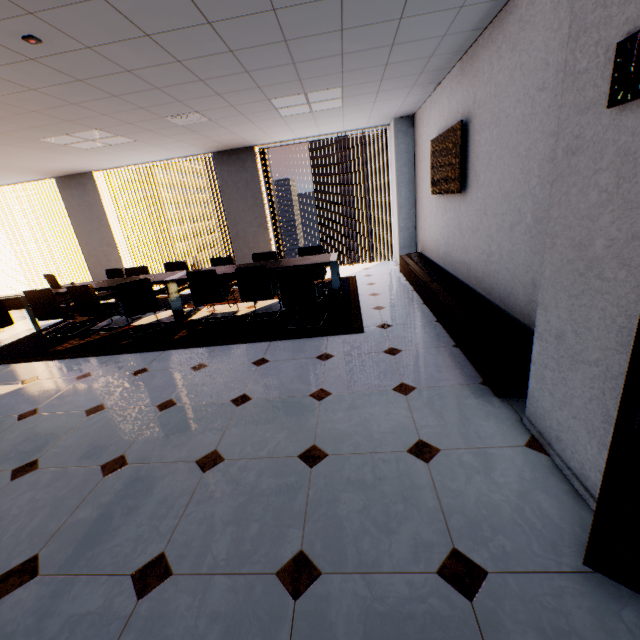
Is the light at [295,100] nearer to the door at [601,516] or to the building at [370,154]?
the door at [601,516]

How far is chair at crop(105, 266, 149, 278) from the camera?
6.52m

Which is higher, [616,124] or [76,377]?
[616,124]

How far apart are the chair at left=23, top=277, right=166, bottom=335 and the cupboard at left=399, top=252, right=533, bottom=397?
4.2m

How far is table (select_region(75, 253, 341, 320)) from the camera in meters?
5.1

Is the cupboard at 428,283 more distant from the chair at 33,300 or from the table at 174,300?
the chair at 33,300

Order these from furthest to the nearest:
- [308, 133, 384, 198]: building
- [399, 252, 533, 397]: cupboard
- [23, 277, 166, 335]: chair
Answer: [308, 133, 384, 198]: building, [23, 277, 166, 335]: chair, [399, 252, 533, 397]: cupboard

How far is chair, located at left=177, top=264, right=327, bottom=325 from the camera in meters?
4.2
